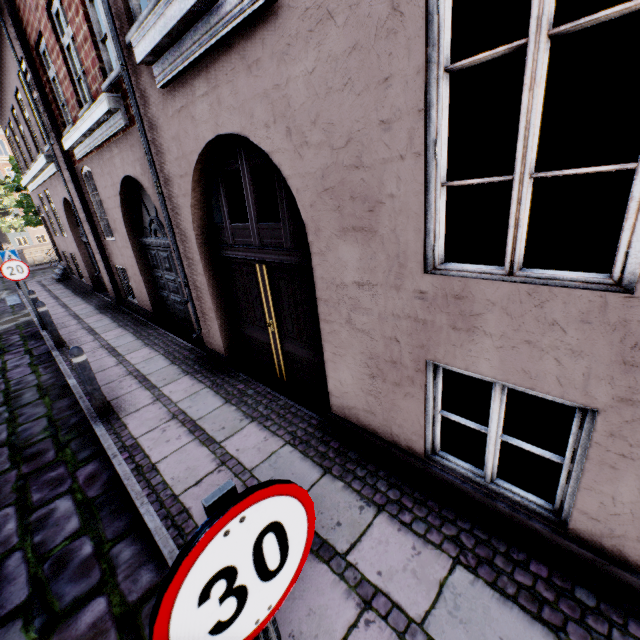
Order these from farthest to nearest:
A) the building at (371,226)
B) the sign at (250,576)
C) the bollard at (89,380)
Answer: the bollard at (89,380) → the building at (371,226) → the sign at (250,576)

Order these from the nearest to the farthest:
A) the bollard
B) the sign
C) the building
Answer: the sign < the building < the bollard

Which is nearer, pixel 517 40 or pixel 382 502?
pixel 382 502

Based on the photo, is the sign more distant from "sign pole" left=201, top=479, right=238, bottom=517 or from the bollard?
the bollard

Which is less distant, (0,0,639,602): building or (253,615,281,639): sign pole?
(253,615,281,639): sign pole

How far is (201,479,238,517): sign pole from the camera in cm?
85

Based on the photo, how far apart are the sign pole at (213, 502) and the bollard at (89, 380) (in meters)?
4.43

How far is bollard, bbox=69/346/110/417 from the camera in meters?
4.3
